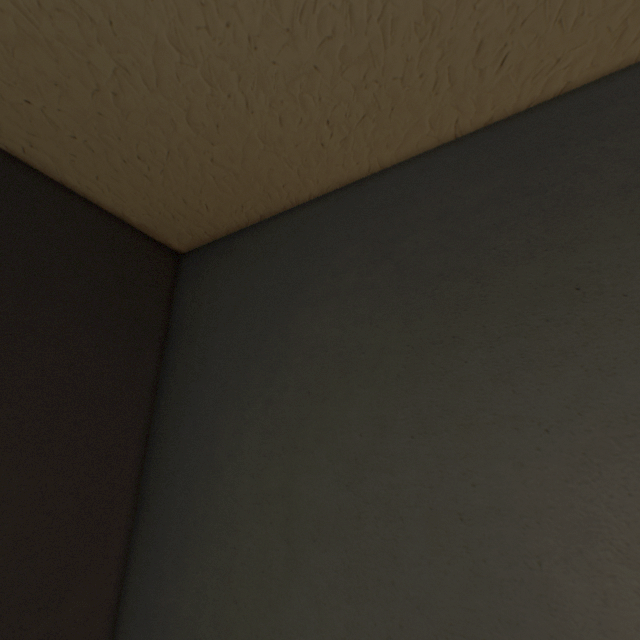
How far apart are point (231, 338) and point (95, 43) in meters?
0.6
